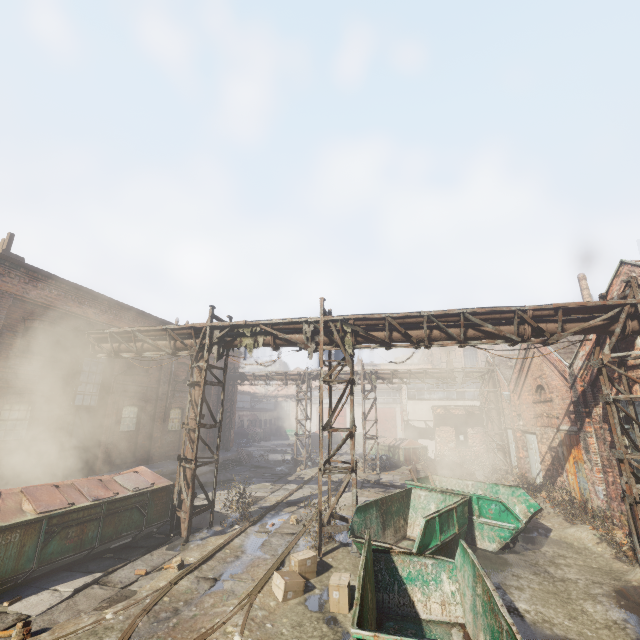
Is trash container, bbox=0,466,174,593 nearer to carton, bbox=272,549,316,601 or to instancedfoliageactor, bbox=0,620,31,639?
instancedfoliageactor, bbox=0,620,31,639

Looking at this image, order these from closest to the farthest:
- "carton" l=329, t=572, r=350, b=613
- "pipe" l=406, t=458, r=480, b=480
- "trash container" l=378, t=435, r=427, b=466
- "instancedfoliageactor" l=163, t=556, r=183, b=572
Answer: "carton" l=329, t=572, r=350, b=613 → "instancedfoliageactor" l=163, t=556, r=183, b=572 → "pipe" l=406, t=458, r=480, b=480 → "trash container" l=378, t=435, r=427, b=466

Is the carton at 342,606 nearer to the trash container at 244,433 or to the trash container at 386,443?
the trash container at 386,443

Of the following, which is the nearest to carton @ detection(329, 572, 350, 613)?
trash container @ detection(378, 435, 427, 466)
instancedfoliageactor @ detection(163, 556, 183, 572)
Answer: instancedfoliageactor @ detection(163, 556, 183, 572)

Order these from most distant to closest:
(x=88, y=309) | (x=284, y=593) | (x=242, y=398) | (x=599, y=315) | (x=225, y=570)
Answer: (x=242, y=398) < (x=88, y=309) < (x=599, y=315) < (x=225, y=570) < (x=284, y=593)

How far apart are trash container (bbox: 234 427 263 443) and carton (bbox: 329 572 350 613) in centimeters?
3239cm

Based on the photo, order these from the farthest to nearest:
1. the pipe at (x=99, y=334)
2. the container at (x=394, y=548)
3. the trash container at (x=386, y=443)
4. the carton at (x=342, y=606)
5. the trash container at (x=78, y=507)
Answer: the trash container at (x=386, y=443)
the pipe at (x=99, y=334)
the trash container at (x=78, y=507)
the carton at (x=342, y=606)
the container at (x=394, y=548)

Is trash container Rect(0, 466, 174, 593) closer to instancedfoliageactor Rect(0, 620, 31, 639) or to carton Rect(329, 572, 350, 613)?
instancedfoliageactor Rect(0, 620, 31, 639)
